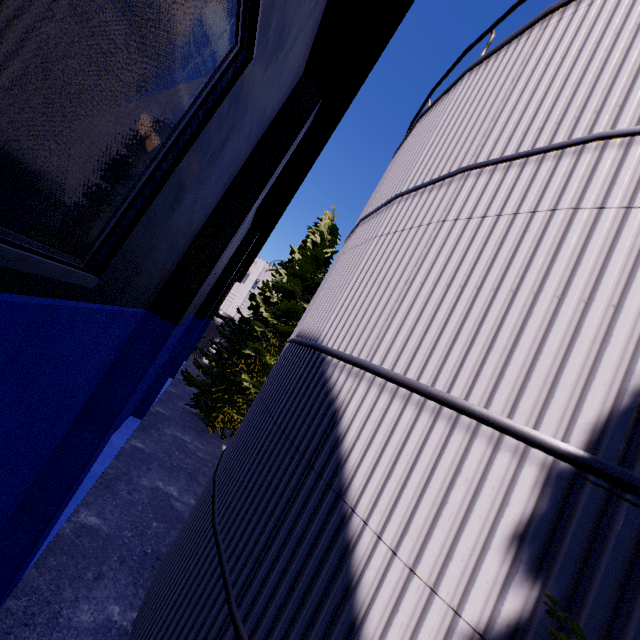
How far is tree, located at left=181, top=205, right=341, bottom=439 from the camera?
17.20m

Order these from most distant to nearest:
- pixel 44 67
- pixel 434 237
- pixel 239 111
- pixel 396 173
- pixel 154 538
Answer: pixel 154 538 < pixel 396 173 < pixel 434 237 < pixel 239 111 < pixel 44 67

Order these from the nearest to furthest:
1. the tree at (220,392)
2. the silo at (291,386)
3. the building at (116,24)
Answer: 1. the building at (116,24)
2. the silo at (291,386)
3. the tree at (220,392)

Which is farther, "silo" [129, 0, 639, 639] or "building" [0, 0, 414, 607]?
"silo" [129, 0, 639, 639]

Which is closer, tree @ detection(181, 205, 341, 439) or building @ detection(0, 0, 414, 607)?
building @ detection(0, 0, 414, 607)

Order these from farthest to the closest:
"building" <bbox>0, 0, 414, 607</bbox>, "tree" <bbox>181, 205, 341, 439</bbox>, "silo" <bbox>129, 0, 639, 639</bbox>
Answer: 1. "tree" <bbox>181, 205, 341, 439</bbox>
2. "silo" <bbox>129, 0, 639, 639</bbox>
3. "building" <bbox>0, 0, 414, 607</bbox>

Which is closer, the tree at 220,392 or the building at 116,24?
the building at 116,24

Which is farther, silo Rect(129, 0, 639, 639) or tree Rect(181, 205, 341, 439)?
tree Rect(181, 205, 341, 439)
